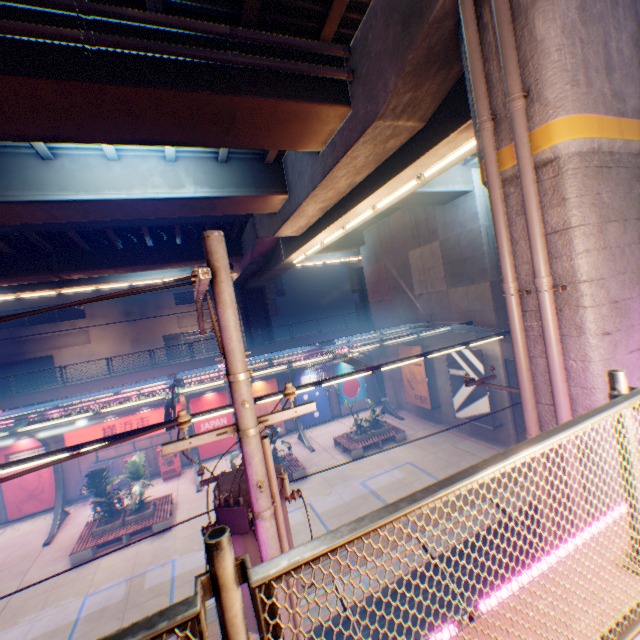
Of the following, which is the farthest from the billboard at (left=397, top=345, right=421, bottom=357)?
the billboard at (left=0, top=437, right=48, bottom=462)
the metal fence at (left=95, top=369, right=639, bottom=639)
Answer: the billboard at (left=0, top=437, right=48, bottom=462)

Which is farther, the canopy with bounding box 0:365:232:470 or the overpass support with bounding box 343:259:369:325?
the overpass support with bounding box 343:259:369:325

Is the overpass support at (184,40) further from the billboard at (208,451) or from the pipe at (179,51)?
the billboard at (208,451)

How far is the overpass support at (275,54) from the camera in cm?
692

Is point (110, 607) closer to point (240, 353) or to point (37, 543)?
point (37, 543)

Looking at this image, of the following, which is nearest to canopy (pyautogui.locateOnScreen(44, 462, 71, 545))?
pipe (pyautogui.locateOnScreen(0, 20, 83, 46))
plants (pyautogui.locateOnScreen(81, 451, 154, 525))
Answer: plants (pyautogui.locateOnScreen(81, 451, 154, 525))

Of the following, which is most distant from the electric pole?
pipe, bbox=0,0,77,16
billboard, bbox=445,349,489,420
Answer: billboard, bbox=445,349,489,420

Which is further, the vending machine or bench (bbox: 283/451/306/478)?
the vending machine
